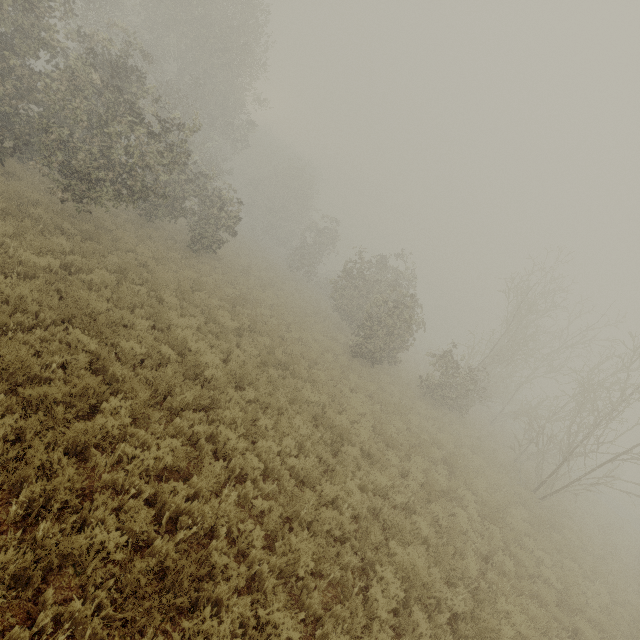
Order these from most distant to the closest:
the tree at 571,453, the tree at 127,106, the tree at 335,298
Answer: the tree at 335,298 → the tree at 571,453 → the tree at 127,106

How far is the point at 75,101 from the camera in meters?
10.2

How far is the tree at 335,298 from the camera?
17.3 meters

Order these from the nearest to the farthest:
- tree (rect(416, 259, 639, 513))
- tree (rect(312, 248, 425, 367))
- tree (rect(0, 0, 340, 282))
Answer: tree (rect(0, 0, 340, 282)), tree (rect(416, 259, 639, 513)), tree (rect(312, 248, 425, 367))

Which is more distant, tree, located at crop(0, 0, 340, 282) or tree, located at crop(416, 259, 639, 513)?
tree, located at crop(416, 259, 639, 513)

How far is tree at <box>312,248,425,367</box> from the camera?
17.3 meters

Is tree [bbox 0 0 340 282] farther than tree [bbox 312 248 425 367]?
No
